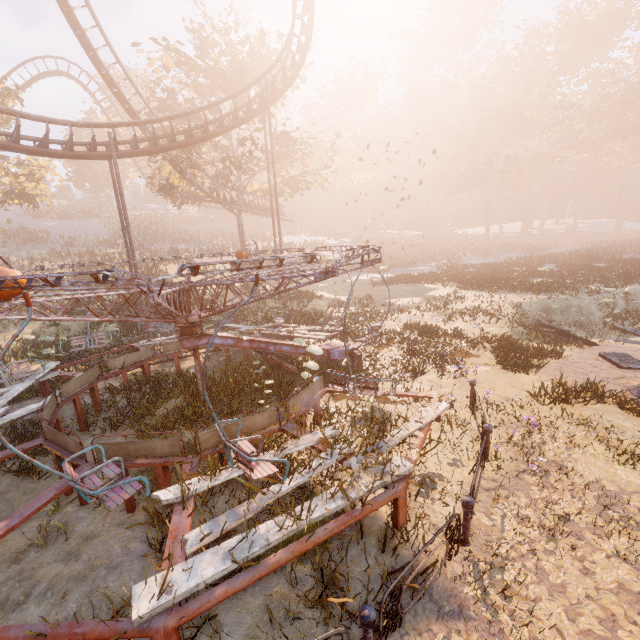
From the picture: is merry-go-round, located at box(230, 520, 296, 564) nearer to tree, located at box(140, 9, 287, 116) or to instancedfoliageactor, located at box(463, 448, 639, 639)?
instancedfoliageactor, located at box(463, 448, 639, 639)

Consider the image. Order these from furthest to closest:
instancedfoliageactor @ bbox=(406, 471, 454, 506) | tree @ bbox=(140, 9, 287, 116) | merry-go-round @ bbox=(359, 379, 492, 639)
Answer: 1. tree @ bbox=(140, 9, 287, 116)
2. instancedfoliageactor @ bbox=(406, 471, 454, 506)
3. merry-go-round @ bbox=(359, 379, 492, 639)

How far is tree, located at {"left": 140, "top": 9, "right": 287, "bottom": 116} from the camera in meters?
22.1 m

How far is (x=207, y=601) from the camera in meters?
3.3 m

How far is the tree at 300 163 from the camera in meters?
24.5 m

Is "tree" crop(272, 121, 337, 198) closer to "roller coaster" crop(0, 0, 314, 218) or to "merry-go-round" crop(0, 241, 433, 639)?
"roller coaster" crop(0, 0, 314, 218)

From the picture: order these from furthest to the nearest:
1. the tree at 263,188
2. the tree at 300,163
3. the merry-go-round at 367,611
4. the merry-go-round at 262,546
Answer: the tree at 300,163, the tree at 263,188, the merry-go-round at 262,546, the merry-go-round at 367,611

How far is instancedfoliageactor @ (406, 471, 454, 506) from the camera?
5.0m
